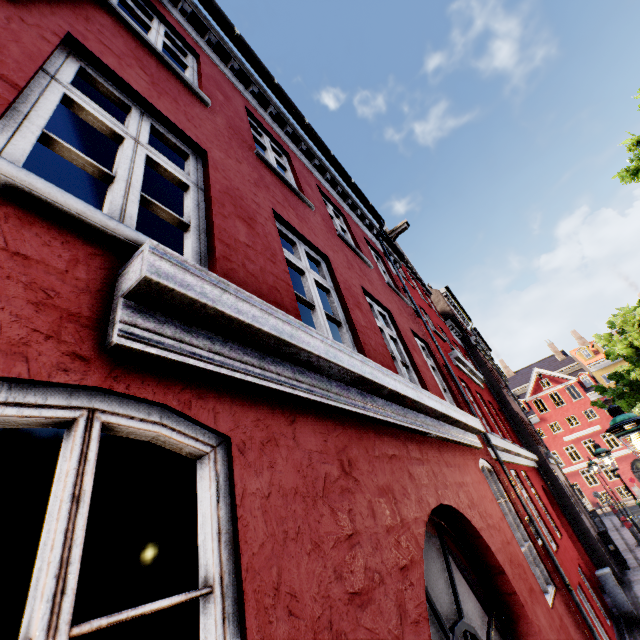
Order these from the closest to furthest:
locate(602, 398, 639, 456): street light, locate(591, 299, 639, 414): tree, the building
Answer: the building → locate(602, 398, 639, 456): street light → locate(591, 299, 639, 414): tree

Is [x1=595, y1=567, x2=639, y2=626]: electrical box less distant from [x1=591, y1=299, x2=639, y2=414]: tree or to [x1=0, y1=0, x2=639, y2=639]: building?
[x1=0, y1=0, x2=639, y2=639]: building

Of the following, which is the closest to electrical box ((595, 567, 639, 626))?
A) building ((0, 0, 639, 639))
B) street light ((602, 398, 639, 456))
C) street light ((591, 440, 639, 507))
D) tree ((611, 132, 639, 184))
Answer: building ((0, 0, 639, 639))

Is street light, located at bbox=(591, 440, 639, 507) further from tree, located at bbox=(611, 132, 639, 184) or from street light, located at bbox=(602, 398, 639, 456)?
street light, located at bbox=(602, 398, 639, 456)

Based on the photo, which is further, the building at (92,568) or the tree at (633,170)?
the tree at (633,170)

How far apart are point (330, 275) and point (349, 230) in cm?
340

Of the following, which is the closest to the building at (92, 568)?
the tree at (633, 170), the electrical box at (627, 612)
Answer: the electrical box at (627, 612)
